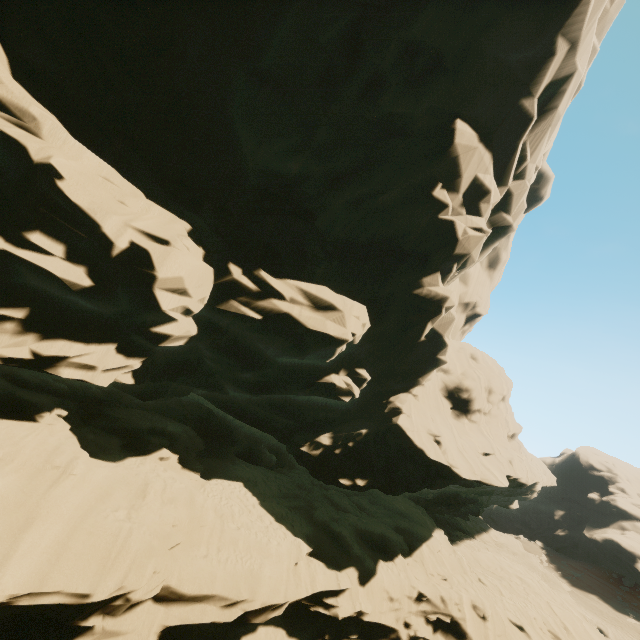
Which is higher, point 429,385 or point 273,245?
point 273,245

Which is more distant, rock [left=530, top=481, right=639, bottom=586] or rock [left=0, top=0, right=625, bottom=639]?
rock [left=530, top=481, right=639, bottom=586]

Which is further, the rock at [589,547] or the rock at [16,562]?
the rock at [589,547]
